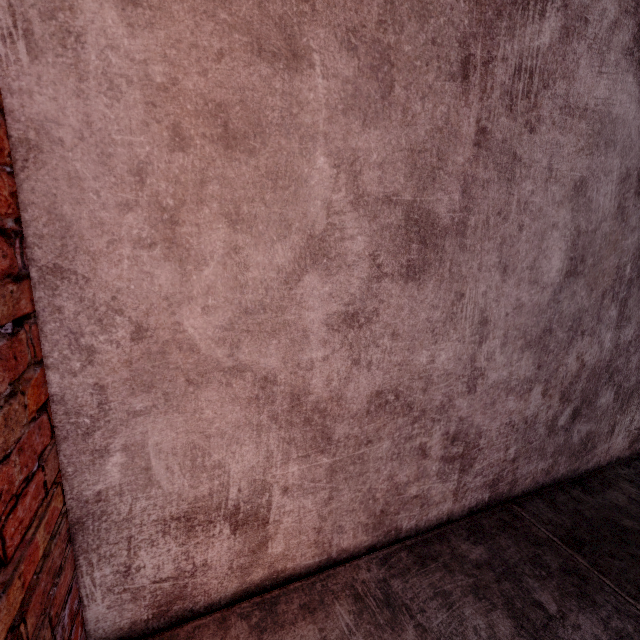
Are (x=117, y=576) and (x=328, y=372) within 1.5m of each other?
yes
